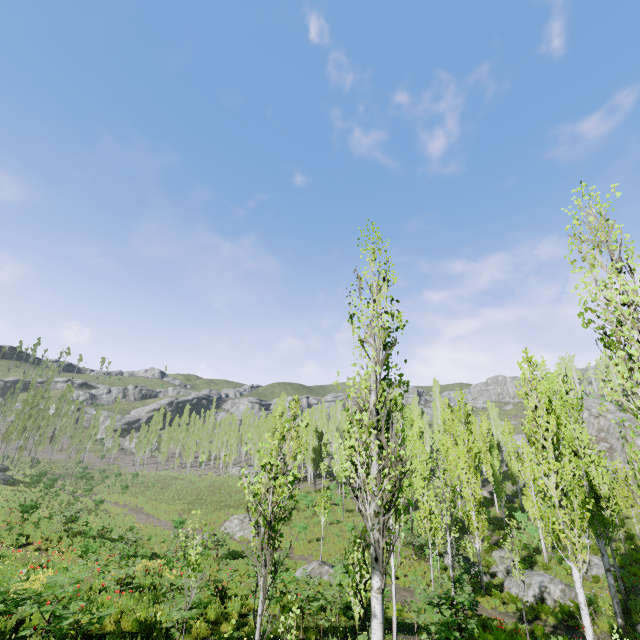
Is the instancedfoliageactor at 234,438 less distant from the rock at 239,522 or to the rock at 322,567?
the rock at 322,567

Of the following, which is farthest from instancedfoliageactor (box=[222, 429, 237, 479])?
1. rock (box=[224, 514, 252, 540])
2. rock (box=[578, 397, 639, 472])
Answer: rock (box=[224, 514, 252, 540])

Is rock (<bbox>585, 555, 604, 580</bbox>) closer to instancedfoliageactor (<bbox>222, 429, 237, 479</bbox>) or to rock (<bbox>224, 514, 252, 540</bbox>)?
instancedfoliageactor (<bbox>222, 429, 237, 479</bbox>)

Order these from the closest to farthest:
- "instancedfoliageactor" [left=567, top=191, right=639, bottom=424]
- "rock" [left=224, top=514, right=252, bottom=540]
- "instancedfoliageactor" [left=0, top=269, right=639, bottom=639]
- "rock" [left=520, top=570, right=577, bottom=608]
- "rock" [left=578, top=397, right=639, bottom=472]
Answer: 1. "instancedfoliageactor" [left=567, top=191, right=639, bottom=424]
2. "instancedfoliageactor" [left=0, top=269, right=639, bottom=639]
3. "rock" [left=520, top=570, right=577, bottom=608]
4. "rock" [left=224, top=514, right=252, bottom=540]
5. "rock" [left=578, top=397, right=639, bottom=472]

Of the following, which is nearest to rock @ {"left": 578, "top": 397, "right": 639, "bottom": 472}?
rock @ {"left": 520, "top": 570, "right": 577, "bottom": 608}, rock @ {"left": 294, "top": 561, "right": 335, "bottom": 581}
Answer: rock @ {"left": 520, "top": 570, "right": 577, "bottom": 608}

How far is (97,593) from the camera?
8.98m

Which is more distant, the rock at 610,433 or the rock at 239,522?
the rock at 610,433

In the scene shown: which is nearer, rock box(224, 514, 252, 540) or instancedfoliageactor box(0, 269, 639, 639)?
instancedfoliageactor box(0, 269, 639, 639)
